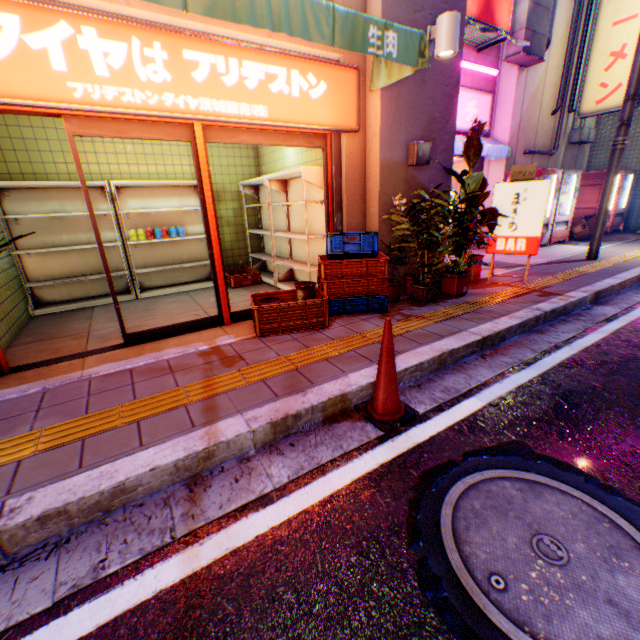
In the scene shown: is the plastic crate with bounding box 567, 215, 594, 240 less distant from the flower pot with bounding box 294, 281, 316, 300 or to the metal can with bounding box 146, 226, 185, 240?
the flower pot with bounding box 294, 281, 316, 300

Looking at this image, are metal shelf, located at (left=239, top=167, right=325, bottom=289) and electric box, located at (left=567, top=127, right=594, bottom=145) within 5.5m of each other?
no

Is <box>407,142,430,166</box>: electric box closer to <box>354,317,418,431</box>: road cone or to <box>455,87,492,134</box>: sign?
<box>455,87,492,134</box>: sign

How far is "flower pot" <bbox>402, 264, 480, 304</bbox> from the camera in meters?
4.8

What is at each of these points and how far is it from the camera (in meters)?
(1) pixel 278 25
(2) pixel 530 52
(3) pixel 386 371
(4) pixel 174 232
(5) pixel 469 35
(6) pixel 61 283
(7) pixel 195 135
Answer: (1) awning, 2.74
(2) ventilation tube, 7.56
(3) road cone, 2.53
(4) metal can, 5.96
(5) sign frame, 7.29
(6) metal shelf, 5.59
(7) door, 3.61

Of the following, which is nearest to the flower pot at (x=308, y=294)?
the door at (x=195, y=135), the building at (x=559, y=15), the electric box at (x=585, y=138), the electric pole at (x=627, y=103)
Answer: the door at (x=195, y=135)

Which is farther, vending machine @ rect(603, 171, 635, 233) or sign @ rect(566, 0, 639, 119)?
vending machine @ rect(603, 171, 635, 233)

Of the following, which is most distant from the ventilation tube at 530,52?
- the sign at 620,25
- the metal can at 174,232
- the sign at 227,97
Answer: the metal can at 174,232
